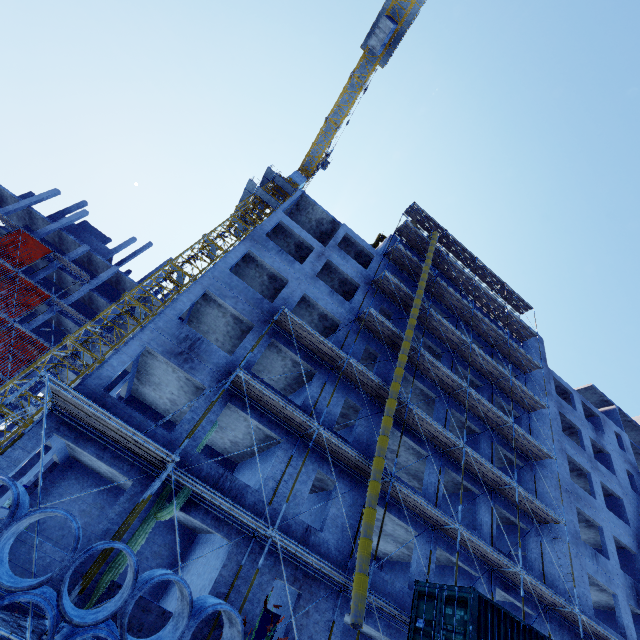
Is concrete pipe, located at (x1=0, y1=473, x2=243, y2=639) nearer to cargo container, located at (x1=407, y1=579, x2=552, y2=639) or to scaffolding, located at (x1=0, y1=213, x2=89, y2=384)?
cargo container, located at (x1=407, y1=579, x2=552, y2=639)

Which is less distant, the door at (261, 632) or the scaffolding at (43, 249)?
the door at (261, 632)

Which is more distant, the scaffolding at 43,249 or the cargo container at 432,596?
the scaffolding at 43,249

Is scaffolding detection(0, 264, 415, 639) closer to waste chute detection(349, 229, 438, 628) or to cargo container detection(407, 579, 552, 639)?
waste chute detection(349, 229, 438, 628)

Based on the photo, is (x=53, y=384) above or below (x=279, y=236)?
below

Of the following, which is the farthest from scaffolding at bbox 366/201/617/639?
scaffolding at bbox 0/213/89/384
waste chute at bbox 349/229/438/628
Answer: scaffolding at bbox 0/213/89/384

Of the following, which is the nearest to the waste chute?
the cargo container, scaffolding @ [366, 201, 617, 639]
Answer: scaffolding @ [366, 201, 617, 639]

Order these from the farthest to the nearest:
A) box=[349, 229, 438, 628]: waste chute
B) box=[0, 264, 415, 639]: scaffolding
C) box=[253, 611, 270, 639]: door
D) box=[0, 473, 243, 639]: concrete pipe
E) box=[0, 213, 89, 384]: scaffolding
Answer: box=[0, 213, 89, 384]: scaffolding < box=[253, 611, 270, 639]: door < box=[349, 229, 438, 628]: waste chute < box=[0, 264, 415, 639]: scaffolding < box=[0, 473, 243, 639]: concrete pipe
